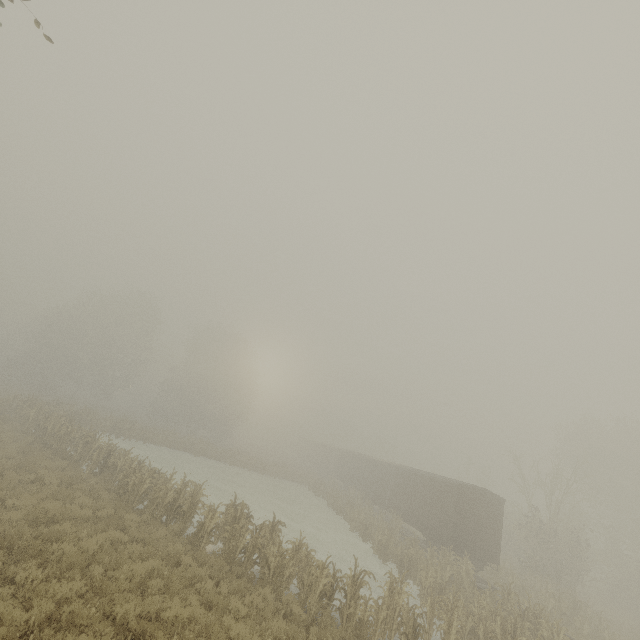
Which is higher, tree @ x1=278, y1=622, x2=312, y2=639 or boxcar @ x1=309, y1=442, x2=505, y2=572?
boxcar @ x1=309, y1=442, x2=505, y2=572

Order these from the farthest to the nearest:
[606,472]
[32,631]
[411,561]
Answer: [606,472]
[411,561]
[32,631]

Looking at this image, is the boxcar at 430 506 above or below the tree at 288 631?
above

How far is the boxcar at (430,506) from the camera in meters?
19.4

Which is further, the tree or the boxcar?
the boxcar

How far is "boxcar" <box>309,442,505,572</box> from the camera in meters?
19.4 m
